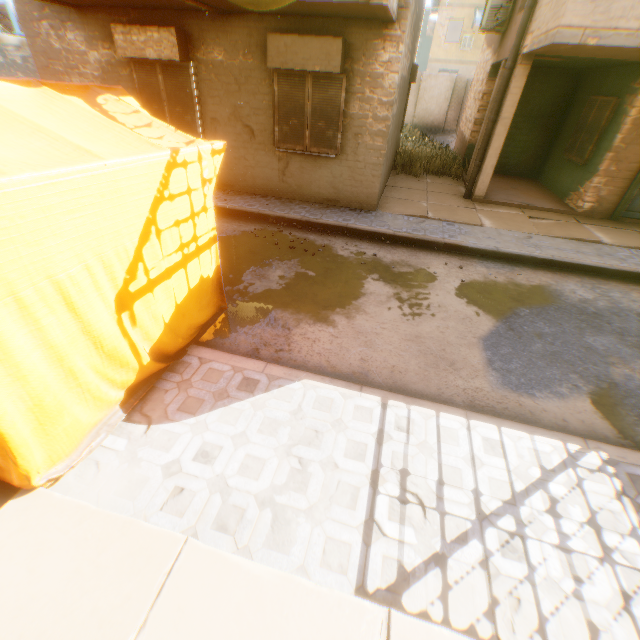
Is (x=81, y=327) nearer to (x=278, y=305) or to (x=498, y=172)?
(x=278, y=305)

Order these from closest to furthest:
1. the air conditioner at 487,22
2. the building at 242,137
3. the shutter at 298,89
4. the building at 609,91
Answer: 1. the building at 609,91
2. the building at 242,137
3. the shutter at 298,89
4. the air conditioner at 487,22

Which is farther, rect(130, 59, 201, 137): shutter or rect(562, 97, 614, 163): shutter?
rect(562, 97, 614, 163): shutter

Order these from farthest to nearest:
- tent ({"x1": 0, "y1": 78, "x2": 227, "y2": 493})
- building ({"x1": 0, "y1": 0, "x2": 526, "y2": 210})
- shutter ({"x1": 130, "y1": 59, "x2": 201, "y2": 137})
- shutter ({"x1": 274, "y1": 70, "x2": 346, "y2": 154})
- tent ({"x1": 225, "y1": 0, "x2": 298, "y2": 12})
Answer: shutter ({"x1": 130, "y1": 59, "x2": 201, "y2": 137}) → shutter ({"x1": 274, "y1": 70, "x2": 346, "y2": 154}) → building ({"x1": 0, "y1": 0, "x2": 526, "y2": 210}) → tent ({"x1": 225, "y1": 0, "x2": 298, "y2": 12}) → tent ({"x1": 0, "y1": 78, "x2": 227, "y2": 493})

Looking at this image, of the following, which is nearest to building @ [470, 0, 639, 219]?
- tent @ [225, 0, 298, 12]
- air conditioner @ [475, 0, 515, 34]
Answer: tent @ [225, 0, 298, 12]

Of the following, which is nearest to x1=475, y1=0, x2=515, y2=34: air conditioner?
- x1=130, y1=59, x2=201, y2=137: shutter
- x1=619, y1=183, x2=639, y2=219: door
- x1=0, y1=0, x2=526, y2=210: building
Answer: x1=0, y1=0, x2=526, y2=210: building

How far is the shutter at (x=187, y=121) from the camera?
7.7m

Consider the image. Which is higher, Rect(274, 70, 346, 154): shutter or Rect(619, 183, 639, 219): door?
Rect(274, 70, 346, 154): shutter
